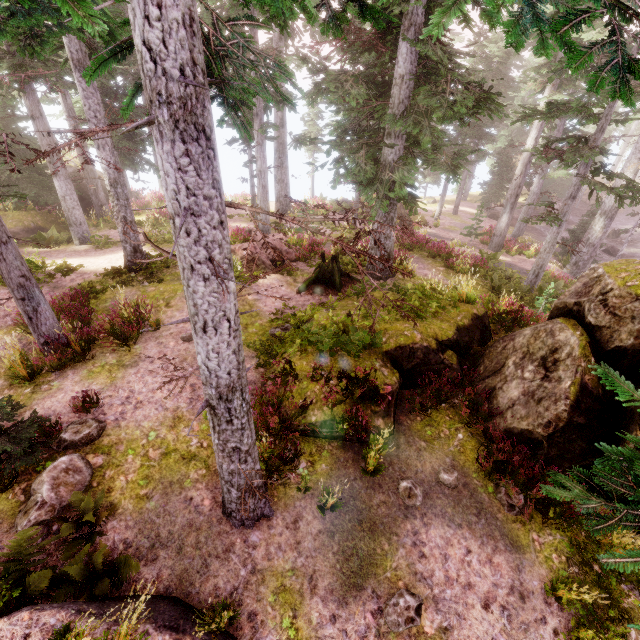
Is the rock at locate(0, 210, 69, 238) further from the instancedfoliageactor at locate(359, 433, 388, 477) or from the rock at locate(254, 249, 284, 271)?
the rock at locate(254, 249, 284, 271)

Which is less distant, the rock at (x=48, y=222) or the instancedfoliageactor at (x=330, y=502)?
the instancedfoliageactor at (x=330, y=502)

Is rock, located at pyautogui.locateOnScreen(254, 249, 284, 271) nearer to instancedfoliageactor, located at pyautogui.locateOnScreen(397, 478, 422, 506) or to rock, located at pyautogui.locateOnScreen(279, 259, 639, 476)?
instancedfoliageactor, located at pyautogui.locateOnScreen(397, 478, 422, 506)

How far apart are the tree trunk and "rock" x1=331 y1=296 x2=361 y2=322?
0.6 meters

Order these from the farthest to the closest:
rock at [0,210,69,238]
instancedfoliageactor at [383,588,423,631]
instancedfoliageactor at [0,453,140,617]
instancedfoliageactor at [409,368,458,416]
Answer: rock at [0,210,69,238] → instancedfoliageactor at [409,368,458,416] → instancedfoliageactor at [383,588,423,631] → instancedfoliageactor at [0,453,140,617]

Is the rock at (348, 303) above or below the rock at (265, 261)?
below

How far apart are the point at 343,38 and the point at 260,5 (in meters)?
0.86

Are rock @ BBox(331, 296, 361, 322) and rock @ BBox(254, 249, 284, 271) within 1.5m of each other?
no
